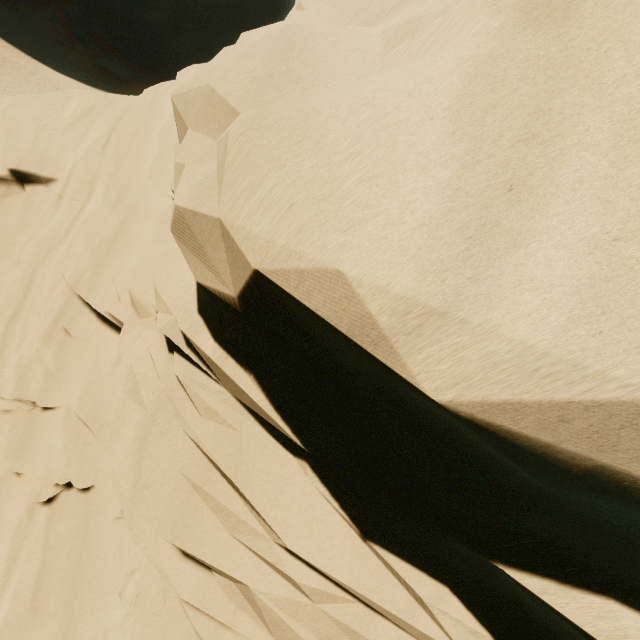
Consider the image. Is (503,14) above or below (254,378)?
above
